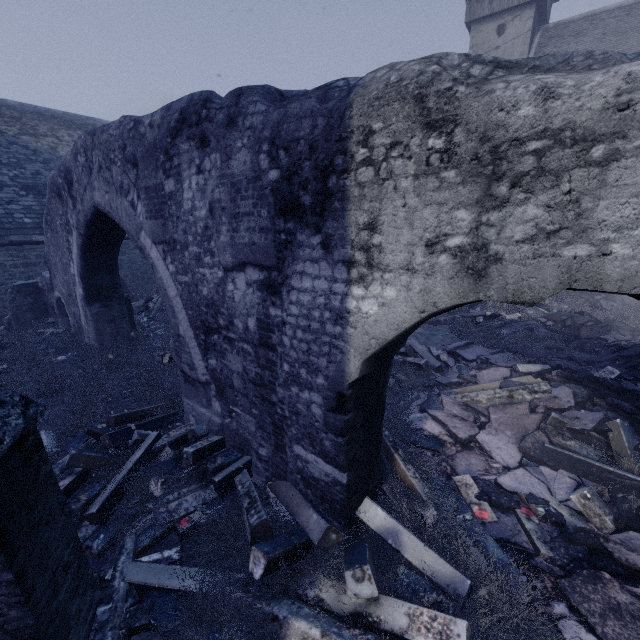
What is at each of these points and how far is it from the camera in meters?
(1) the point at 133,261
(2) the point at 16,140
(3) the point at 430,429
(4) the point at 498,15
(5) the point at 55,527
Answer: (1) building, 15.0
(2) building, 14.1
(3) instancedfoliageactor, 5.2
(4) building, 17.3
(5) building, 2.4

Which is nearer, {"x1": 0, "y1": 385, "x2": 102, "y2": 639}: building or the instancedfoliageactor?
{"x1": 0, "y1": 385, "x2": 102, "y2": 639}: building

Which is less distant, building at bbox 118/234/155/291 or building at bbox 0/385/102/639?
building at bbox 0/385/102/639

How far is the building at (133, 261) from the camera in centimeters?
1460cm

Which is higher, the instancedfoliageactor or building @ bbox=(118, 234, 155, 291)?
building @ bbox=(118, 234, 155, 291)

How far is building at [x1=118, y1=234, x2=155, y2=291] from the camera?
14.6 meters

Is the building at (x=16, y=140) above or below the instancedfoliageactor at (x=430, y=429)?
above

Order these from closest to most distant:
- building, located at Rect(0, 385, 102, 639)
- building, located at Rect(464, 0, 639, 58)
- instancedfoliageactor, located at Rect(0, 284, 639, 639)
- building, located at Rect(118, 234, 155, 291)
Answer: building, located at Rect(0, 385, 102, 639) → instancedfoliageactor, located at Rect(0, 284, 639, 639) → building, located at Rect(118, 234, 155, 291) → building, located at Rect(464, 0, 639, 58)
